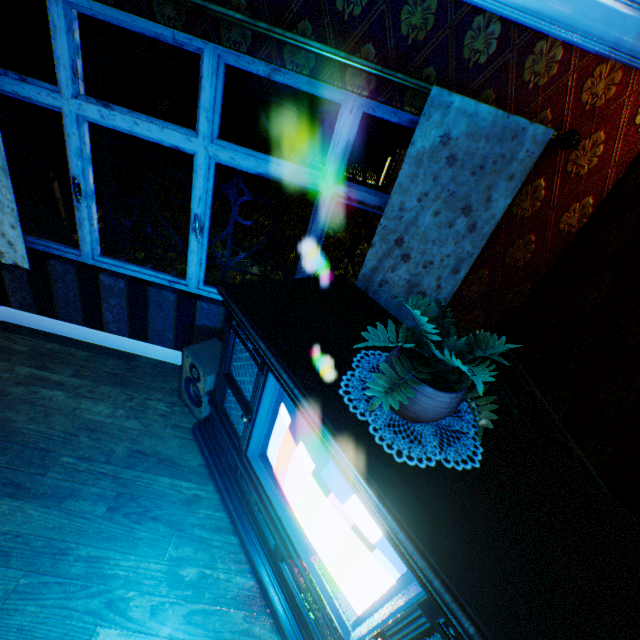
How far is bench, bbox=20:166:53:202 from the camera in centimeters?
378cm

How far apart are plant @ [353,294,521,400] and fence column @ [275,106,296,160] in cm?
1532

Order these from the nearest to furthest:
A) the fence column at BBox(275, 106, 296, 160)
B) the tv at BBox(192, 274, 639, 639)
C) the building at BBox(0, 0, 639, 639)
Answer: the tv at BBox(192, 274, 639, 639)
the building at BBox(0, 0, 639, 639)
the fence column at BBox(275, 106, 296, 160)

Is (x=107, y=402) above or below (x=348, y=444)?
below

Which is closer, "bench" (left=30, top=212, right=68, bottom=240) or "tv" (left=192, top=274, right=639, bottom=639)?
"tv" (left=192, top=274, right=639, bottom=639)

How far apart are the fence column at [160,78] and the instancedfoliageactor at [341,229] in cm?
1043

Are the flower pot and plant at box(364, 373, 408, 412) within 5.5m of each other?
yes

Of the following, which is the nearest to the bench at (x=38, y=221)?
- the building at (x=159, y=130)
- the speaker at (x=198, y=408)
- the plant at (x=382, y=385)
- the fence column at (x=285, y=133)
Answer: the building at (x=159, y=130)
